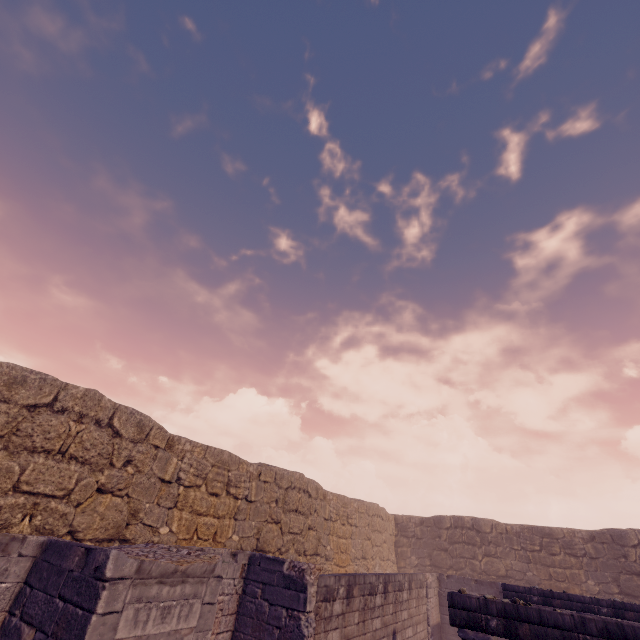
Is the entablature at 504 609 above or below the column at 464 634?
above

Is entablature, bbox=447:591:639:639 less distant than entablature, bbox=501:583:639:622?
Yes

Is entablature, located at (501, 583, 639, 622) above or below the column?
above

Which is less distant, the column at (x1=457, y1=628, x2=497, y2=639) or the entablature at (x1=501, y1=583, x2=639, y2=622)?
the column at (x1=457, y1=628, x2=497, y2=639)

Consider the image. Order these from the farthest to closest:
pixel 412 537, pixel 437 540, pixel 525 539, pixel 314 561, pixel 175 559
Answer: pixel 412 537 → pixel 437 540 → pixel 525 539 → pixel 314 561 → pixel 175 559

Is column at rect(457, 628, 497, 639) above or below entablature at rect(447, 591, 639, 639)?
below

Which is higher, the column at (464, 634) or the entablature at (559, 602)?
the entablature at (559, 602)
